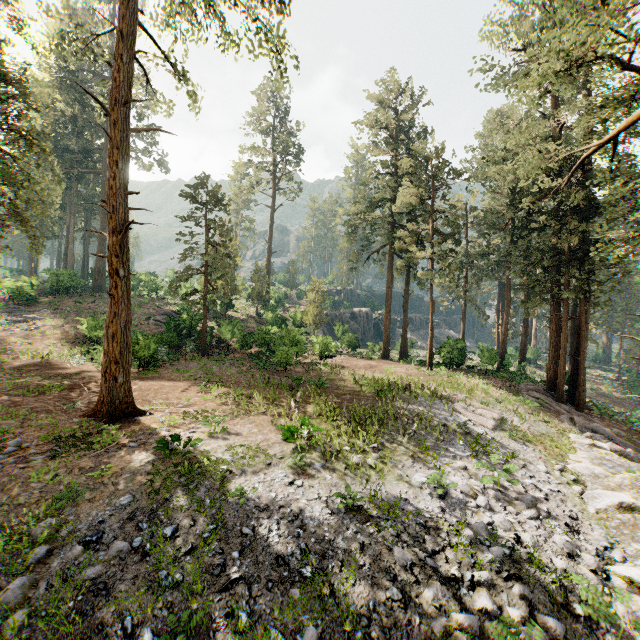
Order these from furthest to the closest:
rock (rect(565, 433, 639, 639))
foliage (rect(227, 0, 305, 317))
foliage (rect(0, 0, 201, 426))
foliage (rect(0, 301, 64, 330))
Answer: foliage (rect(0, 301, 64, 330)) → foliage (rect(227, 0, 305, 317)) → foliage (rect(0, 0, 201, 426)) → rock (rect(565, 433, 639, 639))

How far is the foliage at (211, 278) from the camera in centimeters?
2442cm

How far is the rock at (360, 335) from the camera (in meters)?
37.43

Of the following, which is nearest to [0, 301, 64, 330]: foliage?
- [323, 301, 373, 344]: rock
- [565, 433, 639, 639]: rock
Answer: [565, 433, 639, 639]: rock

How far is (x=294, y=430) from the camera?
10.0 meters

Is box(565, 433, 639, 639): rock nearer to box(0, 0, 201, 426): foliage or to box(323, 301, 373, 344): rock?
box(0, 0, 201, 426): foliage
